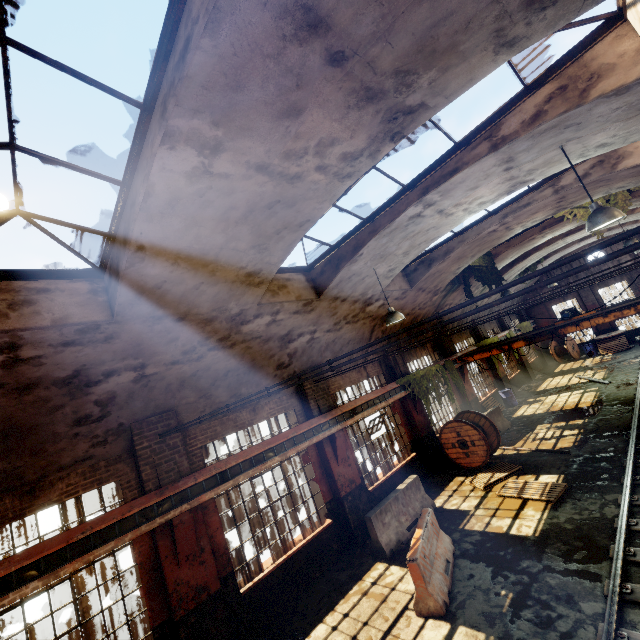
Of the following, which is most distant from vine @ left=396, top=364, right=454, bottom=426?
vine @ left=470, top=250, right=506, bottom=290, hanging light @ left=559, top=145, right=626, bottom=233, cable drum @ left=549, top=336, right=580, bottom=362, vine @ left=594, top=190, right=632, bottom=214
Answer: cable drum @ left=549, top=336, right=580, bottom=362

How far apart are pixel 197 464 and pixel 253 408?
2.12m

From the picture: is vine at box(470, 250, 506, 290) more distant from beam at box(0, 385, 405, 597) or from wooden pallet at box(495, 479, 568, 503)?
wooden pallet at box(495, 479, 568, 503)

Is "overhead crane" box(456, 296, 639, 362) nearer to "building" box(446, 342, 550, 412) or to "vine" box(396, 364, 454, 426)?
"building" box(446, 342, 550, 412)

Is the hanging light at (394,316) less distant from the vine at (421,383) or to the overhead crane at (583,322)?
the vine at (421,383)

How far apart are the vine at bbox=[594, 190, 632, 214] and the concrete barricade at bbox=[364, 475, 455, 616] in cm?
1154

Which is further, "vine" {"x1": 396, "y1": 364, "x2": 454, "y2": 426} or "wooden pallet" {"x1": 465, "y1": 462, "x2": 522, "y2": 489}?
"vine" {"x1": 396, "y1": 364, "x2": 454, "y2": 426}

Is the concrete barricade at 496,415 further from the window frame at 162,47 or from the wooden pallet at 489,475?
the window frame at 162,47
